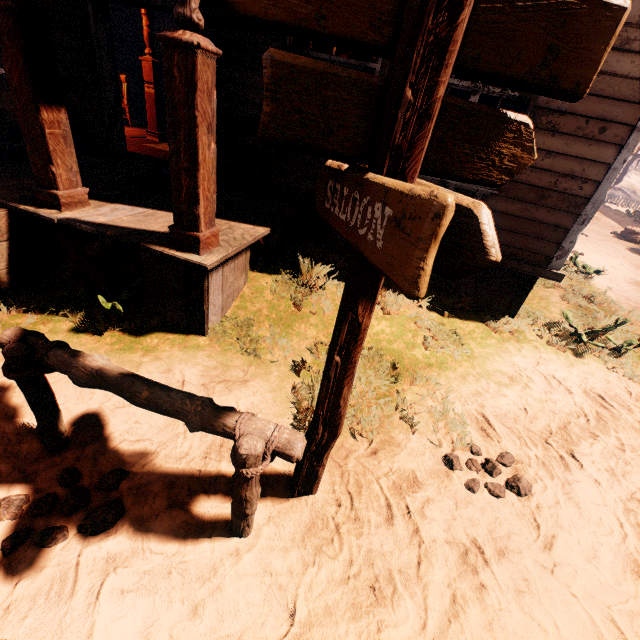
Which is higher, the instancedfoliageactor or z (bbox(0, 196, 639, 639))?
the instancedfoliageactor

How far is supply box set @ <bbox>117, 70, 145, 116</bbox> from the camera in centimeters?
1088cm

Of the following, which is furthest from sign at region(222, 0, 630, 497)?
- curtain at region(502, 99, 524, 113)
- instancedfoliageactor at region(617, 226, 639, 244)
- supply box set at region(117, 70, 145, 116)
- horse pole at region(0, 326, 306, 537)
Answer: instancedfoliageactor at region(617, 226, 639, 244)

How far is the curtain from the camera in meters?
4.2

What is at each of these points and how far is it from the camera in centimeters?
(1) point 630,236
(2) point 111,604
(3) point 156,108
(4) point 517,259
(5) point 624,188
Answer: (1) instancedfoliageactor, 1457cm
(2) z, 170cm
(3) pillars, 779cm
(4) building, 493cm
(5) z, 3819cm

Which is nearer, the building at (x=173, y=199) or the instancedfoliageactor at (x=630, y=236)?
the building at (x=173, y=199)

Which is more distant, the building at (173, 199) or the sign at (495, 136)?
the building at (173, 199)

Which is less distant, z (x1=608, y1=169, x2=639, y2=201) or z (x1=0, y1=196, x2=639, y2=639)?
z (x1=0, y1=196, x2=639, y2=639)
